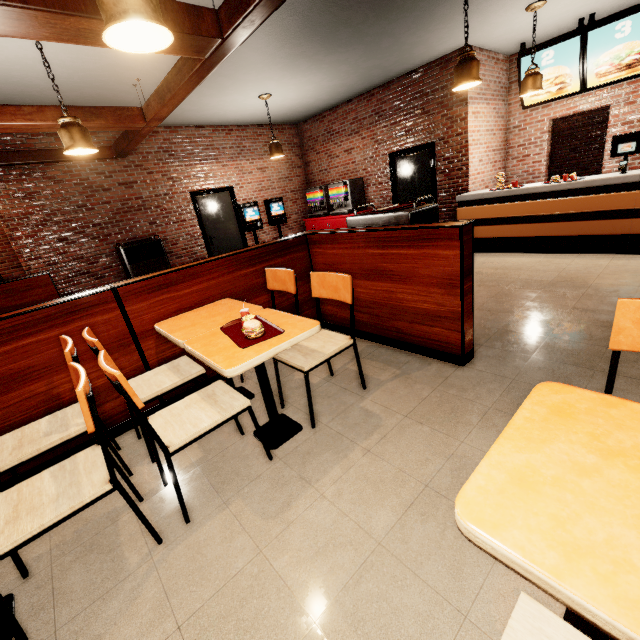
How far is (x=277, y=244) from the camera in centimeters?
343cm
